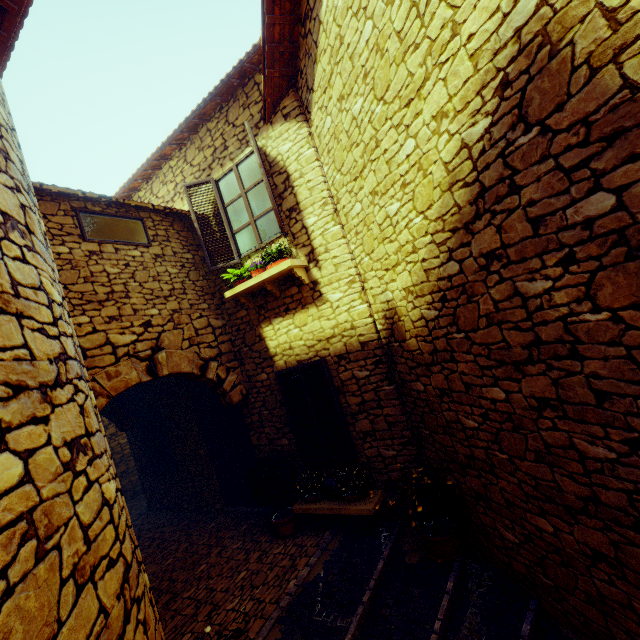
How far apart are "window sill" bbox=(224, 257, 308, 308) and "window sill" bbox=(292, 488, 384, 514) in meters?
3.0

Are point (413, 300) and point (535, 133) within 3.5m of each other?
yes

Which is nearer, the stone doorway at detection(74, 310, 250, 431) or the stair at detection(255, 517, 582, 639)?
the stair at detection(255, 517, 582, 639)

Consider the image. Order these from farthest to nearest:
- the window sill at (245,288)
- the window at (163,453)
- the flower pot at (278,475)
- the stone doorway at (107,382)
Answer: the window at (163,453), the flower pot at (278,475), the window sill at (245,288), the stone doorway at (107,382)

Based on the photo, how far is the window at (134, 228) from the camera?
4.66m

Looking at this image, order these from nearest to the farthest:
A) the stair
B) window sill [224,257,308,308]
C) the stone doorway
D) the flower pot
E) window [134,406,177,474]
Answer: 1. the stair
2. the stone doorway
3. window sill [224,257,308,308]
4. the flower pot
5. window [134,406,177,474]

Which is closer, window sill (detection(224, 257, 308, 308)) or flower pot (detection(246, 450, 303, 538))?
window sill (detection(224, 257, 308, 308))

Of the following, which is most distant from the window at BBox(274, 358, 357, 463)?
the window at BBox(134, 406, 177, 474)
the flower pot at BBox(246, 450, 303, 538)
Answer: the window at BBox(134, 406, 177, 474)
